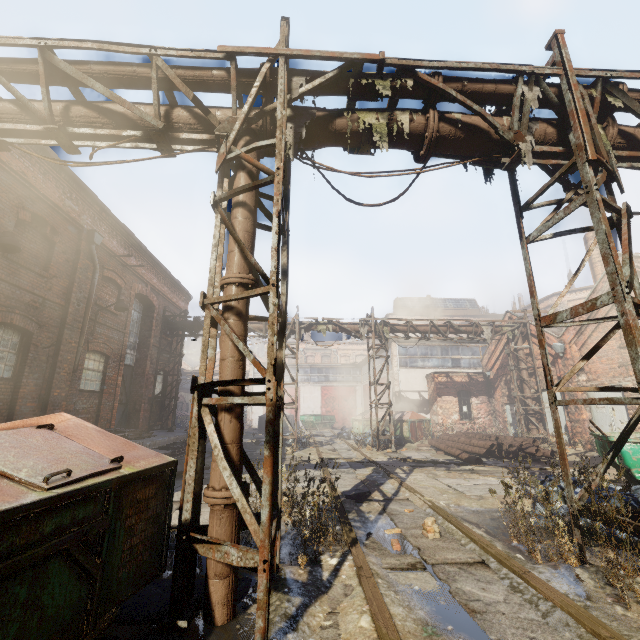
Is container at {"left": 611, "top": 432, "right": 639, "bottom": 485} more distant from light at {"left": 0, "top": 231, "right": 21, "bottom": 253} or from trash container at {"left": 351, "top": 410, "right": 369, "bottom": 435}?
light at {"left": 0, "top": 231, "right": 21, "bottom": 253}

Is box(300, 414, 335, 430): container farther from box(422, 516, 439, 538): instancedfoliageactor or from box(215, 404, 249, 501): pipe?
box(422, 516, 439, 538): instancedfoliageactor

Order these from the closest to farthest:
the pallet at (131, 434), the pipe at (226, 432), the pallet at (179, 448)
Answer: the pipe at (226, 432) → the pallet at (131, 434) → the pallet at (179, 448)

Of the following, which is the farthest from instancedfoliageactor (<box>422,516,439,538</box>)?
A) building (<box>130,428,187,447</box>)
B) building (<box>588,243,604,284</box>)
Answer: building (<box>588,243,604,284</box>)

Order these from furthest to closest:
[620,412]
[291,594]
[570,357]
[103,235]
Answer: [570,357], [620,412], [103,235], [291,594]

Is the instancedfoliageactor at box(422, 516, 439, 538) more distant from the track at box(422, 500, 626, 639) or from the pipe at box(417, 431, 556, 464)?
the pipe at box(417, 431, 556, 464)

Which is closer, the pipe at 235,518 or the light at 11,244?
the pipe at 235,518

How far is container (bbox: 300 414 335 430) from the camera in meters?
29.2
